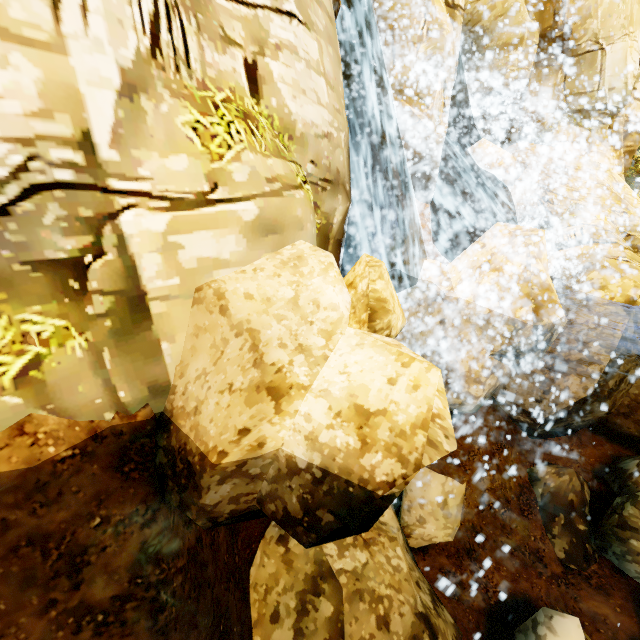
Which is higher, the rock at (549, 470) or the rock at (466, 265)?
the rock at (466, 265)

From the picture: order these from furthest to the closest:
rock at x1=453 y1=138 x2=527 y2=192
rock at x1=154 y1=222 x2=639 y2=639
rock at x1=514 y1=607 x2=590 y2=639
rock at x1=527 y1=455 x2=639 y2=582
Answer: rock at x1=453 y1=138 x2=527 y2=192 < rock at x1=527 y1=455 x2=639 y2=582 < rock at x1=514 y1=607 x2=590 y2=639 < rock at x1=154 y1=222 x2=639 y2=639

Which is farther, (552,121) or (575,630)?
(552,121)

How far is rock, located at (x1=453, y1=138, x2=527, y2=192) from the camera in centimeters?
1048cm

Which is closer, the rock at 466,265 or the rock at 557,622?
the rock at 466,265

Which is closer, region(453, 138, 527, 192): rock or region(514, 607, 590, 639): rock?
region(514, 607, 590, 639): rock
